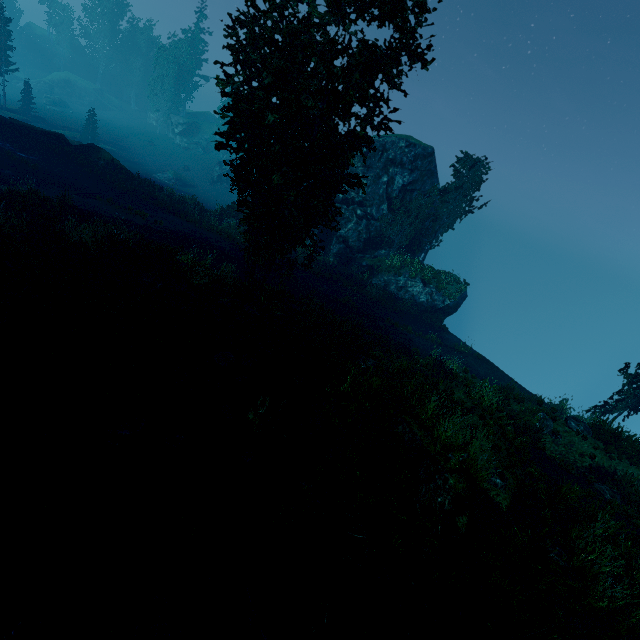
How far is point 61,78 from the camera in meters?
59.7 m

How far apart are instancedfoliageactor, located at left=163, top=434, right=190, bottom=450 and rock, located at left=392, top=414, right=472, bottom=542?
5.9m

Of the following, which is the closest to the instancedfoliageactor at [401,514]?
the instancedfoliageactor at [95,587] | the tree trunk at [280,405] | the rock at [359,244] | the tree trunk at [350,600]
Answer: the rock at [359,244]

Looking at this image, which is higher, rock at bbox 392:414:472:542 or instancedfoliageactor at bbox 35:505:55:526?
rock at bbox 392:414:472:542

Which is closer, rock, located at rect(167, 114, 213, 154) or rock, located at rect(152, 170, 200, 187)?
rock, located at rect(152, 170, 200, 187)

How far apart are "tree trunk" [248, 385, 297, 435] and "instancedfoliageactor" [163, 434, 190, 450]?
1.52m

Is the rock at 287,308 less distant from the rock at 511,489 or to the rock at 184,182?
the rock at 511,489

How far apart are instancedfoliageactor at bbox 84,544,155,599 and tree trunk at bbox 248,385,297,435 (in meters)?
3.33
